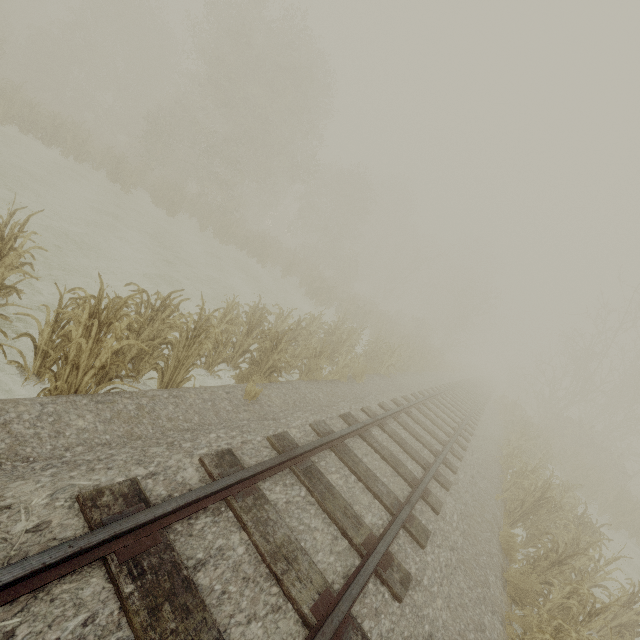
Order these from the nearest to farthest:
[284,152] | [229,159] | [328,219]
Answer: [229,159] → [284,152] → [328,219]
